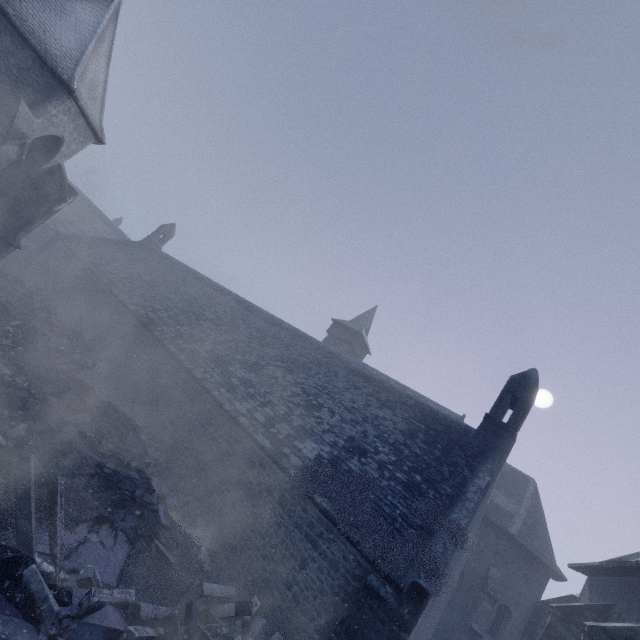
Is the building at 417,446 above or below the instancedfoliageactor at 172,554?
above

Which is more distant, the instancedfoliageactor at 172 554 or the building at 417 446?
the building at 417 446

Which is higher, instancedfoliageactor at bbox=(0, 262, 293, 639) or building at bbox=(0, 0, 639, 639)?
building at bbox=(0, 0, 639, 639)

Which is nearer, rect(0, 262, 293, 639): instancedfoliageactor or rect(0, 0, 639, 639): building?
rect(0, 262, 293, 639): instancedfoliageactor

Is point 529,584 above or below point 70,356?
above
